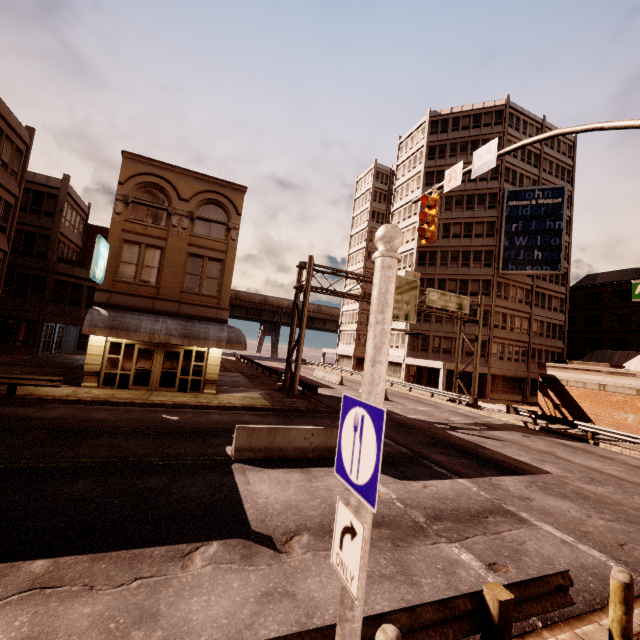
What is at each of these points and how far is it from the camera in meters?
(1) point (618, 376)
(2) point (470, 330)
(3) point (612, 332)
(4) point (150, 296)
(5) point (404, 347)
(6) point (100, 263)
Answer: (1) planter, 22.0
(2) building, 39.5
(3) building, 46.7
(4) building, 18.6
(5) building, 42.9
(6) sign, 16.8

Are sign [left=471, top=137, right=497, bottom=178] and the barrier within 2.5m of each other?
no

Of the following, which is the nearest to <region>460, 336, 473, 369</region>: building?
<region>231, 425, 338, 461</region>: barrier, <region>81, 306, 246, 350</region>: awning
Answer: <region>81, 306, 246, 350</region>: awning

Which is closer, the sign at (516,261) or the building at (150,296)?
the building at (150,296)

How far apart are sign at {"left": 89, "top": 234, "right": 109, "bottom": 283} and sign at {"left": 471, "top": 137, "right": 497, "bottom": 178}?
16.9m

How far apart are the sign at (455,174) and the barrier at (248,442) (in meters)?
8.74

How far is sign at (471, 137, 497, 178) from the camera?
8.7 meters

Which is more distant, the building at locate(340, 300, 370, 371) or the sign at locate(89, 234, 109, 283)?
the building at locate(340, 300, 370, 371)
